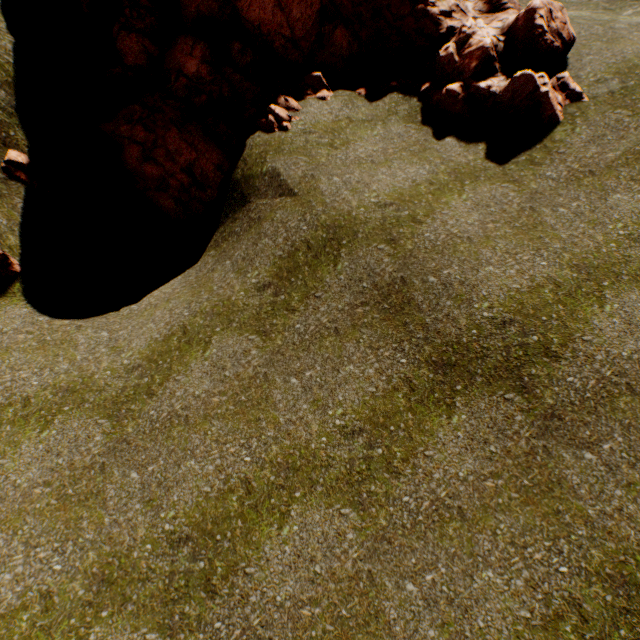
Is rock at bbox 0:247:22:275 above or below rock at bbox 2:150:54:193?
below

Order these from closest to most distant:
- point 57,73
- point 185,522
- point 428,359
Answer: point 185,522 → point 428,359 → point 57,73

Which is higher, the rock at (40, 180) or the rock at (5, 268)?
the rock at (40, 180)

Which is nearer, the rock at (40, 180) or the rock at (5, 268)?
the rock at (5, 268)

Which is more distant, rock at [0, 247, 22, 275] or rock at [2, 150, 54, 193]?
rock at [2, 150, 54, 193]
